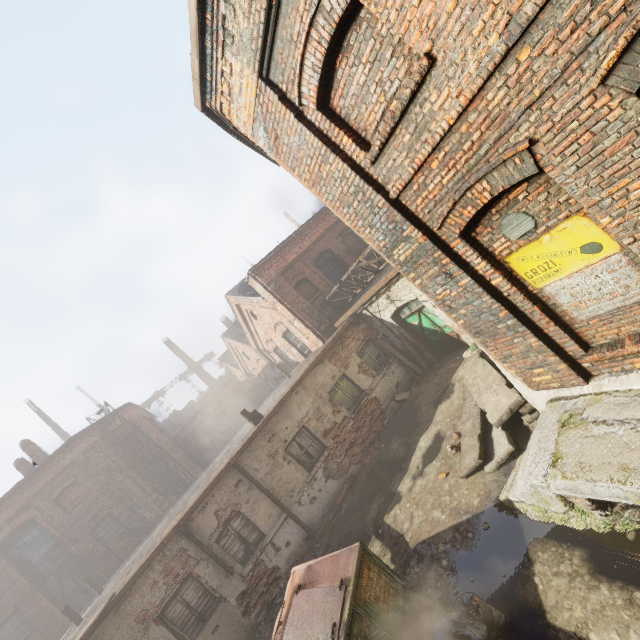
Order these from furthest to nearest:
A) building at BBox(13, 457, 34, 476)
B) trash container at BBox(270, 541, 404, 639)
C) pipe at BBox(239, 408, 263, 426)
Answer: building at BBox(13, 457, 34, 476) < pipe at BBox(239, 408, 263, 426) < trash container at BBox(270, 541, 404, 639)

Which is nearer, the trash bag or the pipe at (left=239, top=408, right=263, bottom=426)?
the trash bag

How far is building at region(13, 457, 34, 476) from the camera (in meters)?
18.47

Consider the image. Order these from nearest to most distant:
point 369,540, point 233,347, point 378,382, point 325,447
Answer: point 369,540, point 325,447, point 378,382, point 233,347

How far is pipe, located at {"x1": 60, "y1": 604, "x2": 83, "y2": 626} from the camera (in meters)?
10.77

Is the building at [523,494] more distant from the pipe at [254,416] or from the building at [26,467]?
the building at [26,467]

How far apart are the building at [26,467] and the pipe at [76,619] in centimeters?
1127cm

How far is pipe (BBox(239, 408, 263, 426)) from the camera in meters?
11.6
